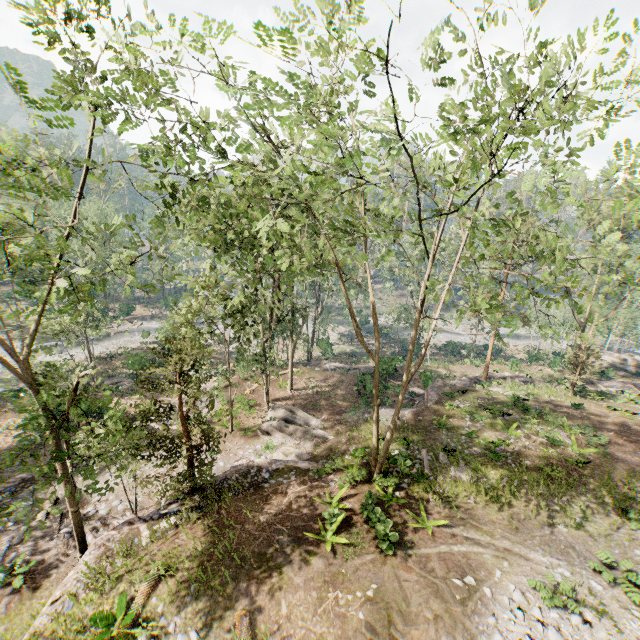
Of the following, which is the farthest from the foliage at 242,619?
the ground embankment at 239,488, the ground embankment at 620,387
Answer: the ground embankment at 620,387

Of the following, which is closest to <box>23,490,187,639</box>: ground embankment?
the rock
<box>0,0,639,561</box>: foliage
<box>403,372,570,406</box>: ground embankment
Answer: <box>0,0,639,561</box>: foliage

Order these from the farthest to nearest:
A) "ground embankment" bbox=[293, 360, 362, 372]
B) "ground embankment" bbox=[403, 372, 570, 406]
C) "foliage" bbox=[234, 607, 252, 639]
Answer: "ground embankment" bbox=[293, 360, 362, 372], "ground embankment" bbox=[403, 372, 570, 406], "foliage" bbox=[234, 607, 252, 639]

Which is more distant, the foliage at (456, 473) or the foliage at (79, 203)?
the foliage at (456, 473)

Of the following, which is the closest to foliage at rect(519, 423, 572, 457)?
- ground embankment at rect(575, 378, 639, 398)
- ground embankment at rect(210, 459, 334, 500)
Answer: ground embankment at rect(210, 459, 334, 500)

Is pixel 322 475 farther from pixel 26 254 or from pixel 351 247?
pixel 26 254

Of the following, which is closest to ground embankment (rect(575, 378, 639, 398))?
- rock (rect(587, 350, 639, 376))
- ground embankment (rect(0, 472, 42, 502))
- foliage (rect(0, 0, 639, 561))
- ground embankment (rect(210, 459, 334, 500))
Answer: rock (rect(587, 350, 639, 376))

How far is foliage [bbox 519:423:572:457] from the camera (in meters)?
17.75
